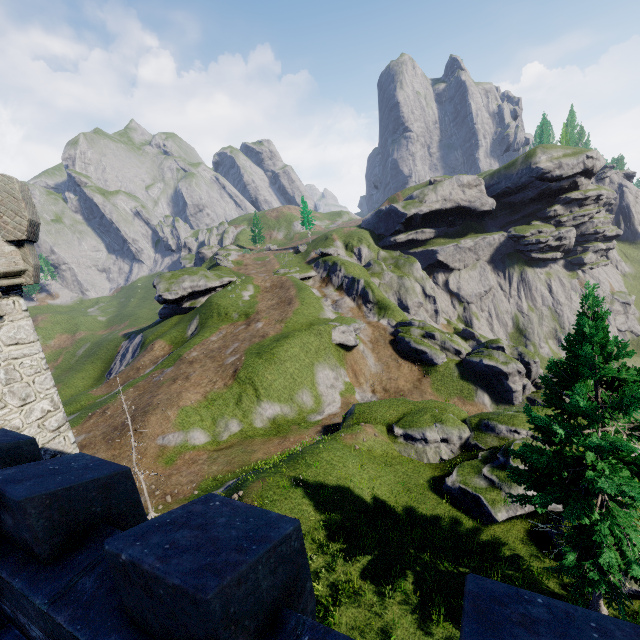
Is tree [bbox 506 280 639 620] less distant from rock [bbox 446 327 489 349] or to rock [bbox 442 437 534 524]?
rock [bbox 442 437 534 524]

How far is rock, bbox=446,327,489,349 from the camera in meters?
55.8

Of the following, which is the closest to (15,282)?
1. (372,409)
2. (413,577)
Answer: (413,577)

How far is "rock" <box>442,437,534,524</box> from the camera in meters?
16.4 m

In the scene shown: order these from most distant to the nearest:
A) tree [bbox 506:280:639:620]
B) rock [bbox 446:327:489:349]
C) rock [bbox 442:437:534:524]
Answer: rock [bbox 446:327:489:349], rock [bbox 442:437:534:524], tree [bbox 506:280:639:620]

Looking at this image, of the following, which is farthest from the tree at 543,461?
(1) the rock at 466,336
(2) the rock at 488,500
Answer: (1) the rock at 466,336

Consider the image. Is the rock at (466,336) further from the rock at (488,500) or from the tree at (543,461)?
the tree at (543,461)

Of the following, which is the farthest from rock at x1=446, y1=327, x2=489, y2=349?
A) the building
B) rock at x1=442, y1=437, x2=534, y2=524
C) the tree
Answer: the building
